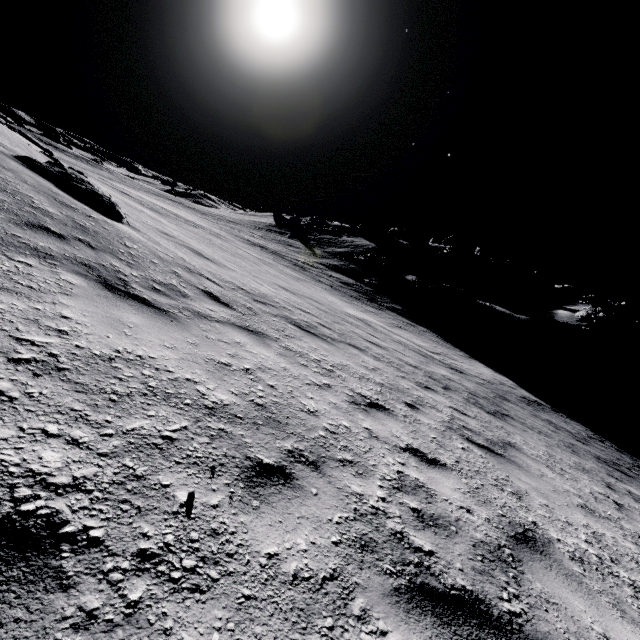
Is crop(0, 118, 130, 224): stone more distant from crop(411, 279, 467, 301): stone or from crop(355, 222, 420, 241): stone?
crop(355, 222, 420, 241): stone

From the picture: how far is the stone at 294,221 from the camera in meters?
51.5

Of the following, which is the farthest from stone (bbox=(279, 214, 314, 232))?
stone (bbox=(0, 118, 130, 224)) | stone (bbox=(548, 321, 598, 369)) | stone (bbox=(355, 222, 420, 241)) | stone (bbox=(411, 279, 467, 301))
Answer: stone (bbox=(0, 118, 130, 224))

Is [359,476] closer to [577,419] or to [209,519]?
[209,519]

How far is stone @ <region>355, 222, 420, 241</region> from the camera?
53.81m

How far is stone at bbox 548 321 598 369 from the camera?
25.6 meters

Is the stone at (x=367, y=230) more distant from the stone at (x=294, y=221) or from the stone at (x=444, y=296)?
the stone at (x=444, y=296)

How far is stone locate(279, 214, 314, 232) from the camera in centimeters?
5153cm
